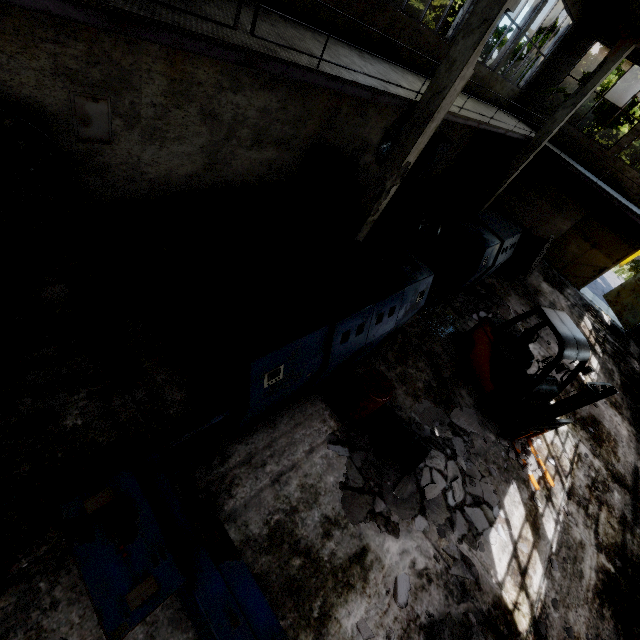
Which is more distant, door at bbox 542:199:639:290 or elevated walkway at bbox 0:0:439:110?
door at bbox 542:199:639:290

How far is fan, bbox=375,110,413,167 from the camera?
10.91m

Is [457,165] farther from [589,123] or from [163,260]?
[163,260]

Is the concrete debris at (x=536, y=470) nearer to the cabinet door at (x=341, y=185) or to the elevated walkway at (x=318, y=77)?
the elevated walkway at (x=318, y=77)

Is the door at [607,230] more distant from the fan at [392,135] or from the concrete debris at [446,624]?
the concrete debris at [446,624]

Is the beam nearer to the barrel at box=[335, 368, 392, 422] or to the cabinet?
the cabinet

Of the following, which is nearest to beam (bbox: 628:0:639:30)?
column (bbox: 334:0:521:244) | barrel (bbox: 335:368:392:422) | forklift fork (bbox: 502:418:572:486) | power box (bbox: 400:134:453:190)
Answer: column (bbox: 334:0:521:244)

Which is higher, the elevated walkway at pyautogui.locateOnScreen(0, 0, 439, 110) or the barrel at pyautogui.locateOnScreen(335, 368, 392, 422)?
→ the elevated walkway at pyautogui.locateOnScreen(0, 0, 439, 110)
